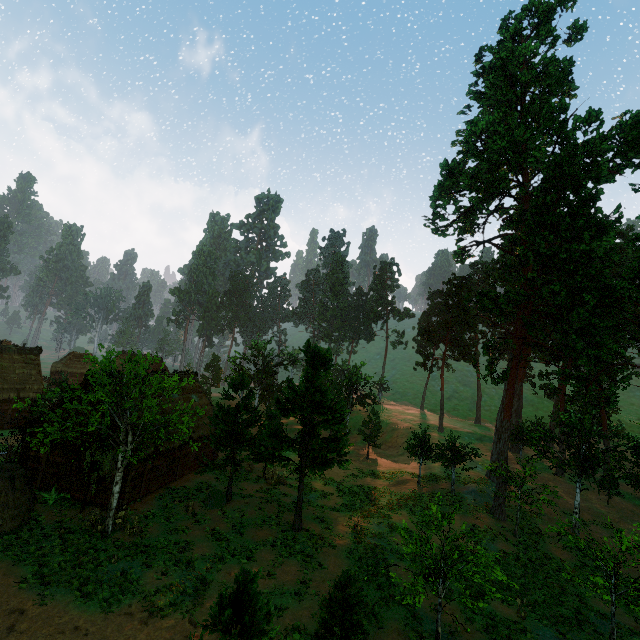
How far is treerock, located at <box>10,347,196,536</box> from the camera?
15.5m

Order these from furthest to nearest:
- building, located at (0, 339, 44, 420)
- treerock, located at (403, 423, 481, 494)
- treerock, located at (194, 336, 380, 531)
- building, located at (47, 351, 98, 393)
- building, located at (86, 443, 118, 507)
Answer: building, located at (0, 339, 44, 420), treerock, located at (403, 423, 481, 494), building, located at (47, 351, 98, 393), building, located at (86, 443, 118, 507), treerock, located at (194, 336, 380, 531)

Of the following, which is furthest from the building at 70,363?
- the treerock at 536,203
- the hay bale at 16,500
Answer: the hay bale at 16,500

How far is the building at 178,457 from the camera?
20.91m

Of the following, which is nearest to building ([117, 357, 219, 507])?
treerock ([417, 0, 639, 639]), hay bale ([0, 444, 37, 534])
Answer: treerock ([417, 0, 639, 639])

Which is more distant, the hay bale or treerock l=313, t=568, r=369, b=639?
the hay bale

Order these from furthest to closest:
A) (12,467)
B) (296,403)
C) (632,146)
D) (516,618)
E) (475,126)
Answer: (475,126), (632,146), (296,403), (12,467), (516,618)

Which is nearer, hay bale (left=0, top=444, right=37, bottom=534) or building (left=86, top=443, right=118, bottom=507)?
hay bale (left=0, top=444, right=37, bottom=534)
